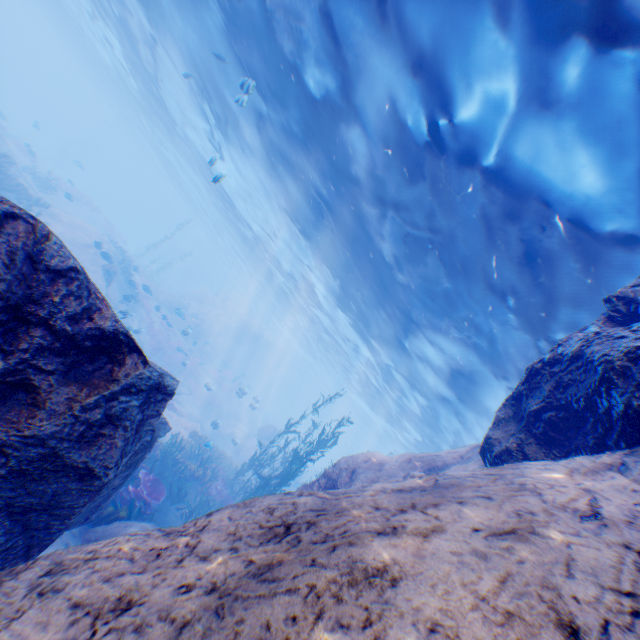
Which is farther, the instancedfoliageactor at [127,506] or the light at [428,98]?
the instancedfoliageactor at [127,506]

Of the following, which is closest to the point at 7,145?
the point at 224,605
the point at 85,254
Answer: the point at 85,254

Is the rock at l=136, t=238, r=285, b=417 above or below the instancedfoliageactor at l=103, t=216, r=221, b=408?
above

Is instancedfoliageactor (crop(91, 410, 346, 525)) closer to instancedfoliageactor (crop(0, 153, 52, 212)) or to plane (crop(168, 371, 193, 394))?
plane (crop(168, 371, 193, 394))

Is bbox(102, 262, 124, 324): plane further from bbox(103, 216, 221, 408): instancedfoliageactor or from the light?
the light

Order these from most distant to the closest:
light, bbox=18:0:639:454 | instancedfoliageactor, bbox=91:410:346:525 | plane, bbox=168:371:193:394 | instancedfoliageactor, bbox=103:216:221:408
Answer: instancedfoliageactor, bbox=103:216:221:408 < plane, bbox=168:371:193:394 < instancedfoliageactor, bbox=91:410:346:525 < light, bbox=18:0:639:454

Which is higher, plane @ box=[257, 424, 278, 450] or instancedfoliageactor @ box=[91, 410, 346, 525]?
plane @ box=[257, 424, 278, 450]

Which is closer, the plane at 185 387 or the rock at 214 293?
the plane at 185 387
